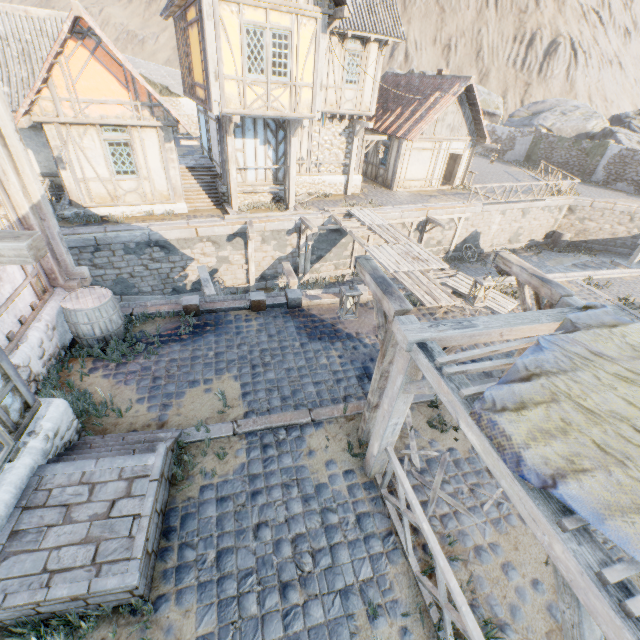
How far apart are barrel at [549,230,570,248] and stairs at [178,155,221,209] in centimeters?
2357cm

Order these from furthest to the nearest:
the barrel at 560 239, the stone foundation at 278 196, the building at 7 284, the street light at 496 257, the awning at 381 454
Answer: the barrel at 560 239 → the stone foundation at 278 196 → the street light at 496 257 → the building at 7 284 → the awning at 381 454

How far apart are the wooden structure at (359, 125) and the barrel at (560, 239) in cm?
1628

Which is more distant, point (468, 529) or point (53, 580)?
point (468, 529)

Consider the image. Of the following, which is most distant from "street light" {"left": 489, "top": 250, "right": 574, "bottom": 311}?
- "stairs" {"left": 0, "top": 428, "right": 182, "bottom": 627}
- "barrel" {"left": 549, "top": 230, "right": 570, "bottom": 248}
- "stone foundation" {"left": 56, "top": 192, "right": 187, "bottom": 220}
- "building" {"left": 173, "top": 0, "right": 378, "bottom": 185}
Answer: "barrel" {"left": 549, "top": 230, "right": 570, "bottom": 248}

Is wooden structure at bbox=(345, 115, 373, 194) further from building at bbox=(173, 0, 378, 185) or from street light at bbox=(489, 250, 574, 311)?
street light at bbox=(489, 250, 574, 311)

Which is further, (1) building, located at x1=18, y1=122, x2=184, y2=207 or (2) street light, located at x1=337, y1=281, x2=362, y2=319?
(1) building, located at x1=18, y1=122, x2=184, y2=207

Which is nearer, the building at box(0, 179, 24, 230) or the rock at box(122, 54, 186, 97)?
the building at box(0, 179, 24, 230)
